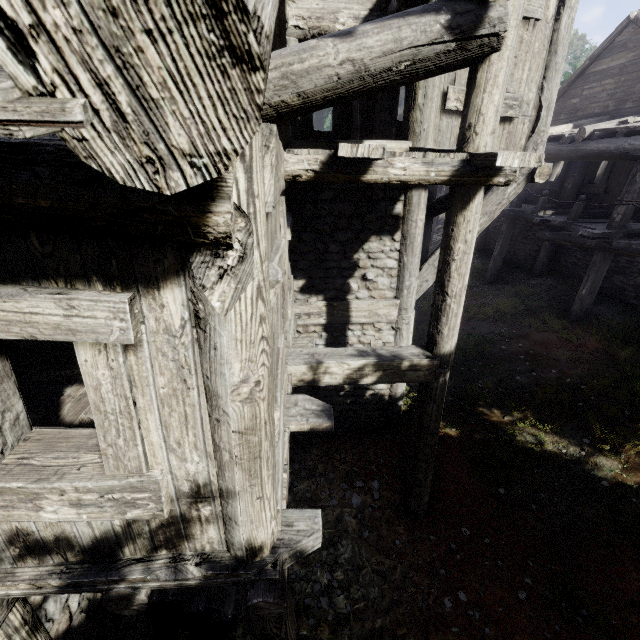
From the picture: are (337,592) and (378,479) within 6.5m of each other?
yes
